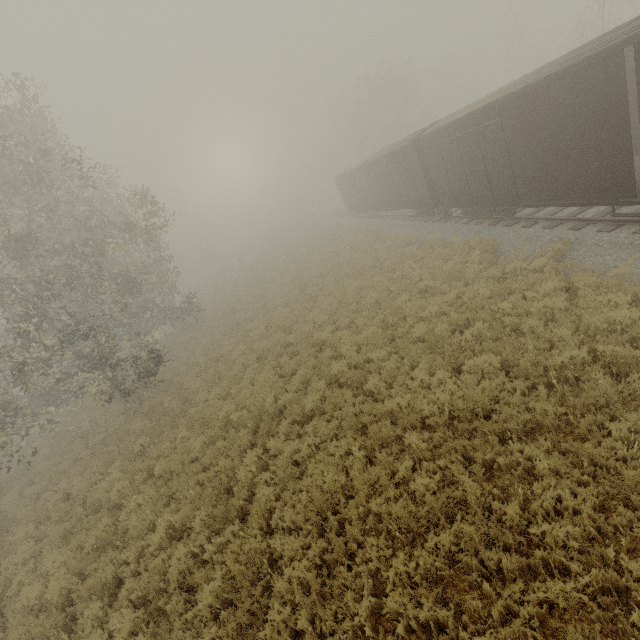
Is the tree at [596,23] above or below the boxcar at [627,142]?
above

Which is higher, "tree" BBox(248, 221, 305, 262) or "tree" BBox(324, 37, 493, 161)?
"tree" BBox(324, 37, 493, 161)

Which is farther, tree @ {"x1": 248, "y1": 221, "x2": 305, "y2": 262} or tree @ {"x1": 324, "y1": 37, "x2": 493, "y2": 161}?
tree @ {"x1": 248, "y1": 221, "x2": 305, "y2": 262}

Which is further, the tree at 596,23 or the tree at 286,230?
the tree at 286,230

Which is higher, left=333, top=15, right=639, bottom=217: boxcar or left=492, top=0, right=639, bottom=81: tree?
left=492, top=0, right=639, bottom=81: tree

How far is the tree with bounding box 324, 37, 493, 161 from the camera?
37.6m

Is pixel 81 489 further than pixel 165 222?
No
